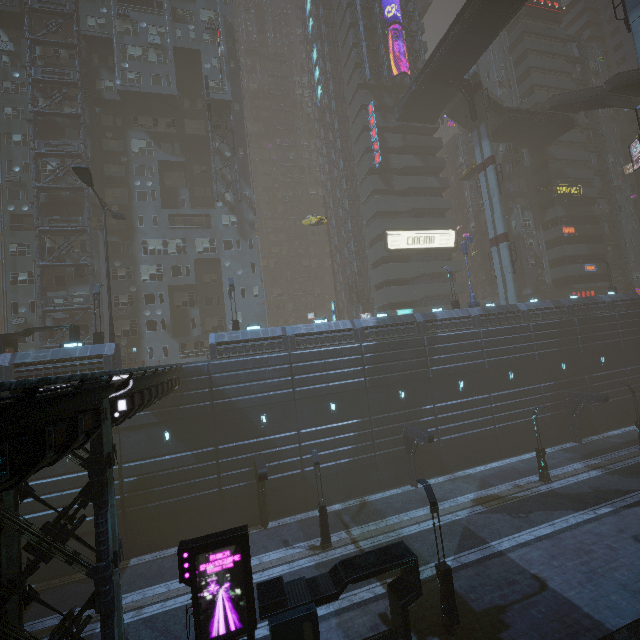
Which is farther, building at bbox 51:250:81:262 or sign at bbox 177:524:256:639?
building at bbox 51:250:81:262

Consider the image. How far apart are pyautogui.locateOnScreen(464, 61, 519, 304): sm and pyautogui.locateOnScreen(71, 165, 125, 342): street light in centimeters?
3812cm

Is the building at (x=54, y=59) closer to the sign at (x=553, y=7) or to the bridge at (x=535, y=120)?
the sign at (x=553, y=7)

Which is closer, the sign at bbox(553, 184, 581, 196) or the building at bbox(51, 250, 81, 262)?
the building at bbox(51, 250, 81, 262)

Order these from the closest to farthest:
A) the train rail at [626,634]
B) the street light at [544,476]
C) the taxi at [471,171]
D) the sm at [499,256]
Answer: the train rail at [626,634], the street light at [544,476], the sm at [499,256], the taxi at [471,171]

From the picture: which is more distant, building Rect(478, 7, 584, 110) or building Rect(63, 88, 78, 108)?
building Rect(478, 7, 584, 110)

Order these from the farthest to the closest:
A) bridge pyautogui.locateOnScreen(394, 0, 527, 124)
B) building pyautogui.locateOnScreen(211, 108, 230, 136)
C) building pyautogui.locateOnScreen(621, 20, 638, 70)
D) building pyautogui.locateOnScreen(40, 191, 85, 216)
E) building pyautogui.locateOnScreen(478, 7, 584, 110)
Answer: building pyautogui.locateOnScreen(621, 20, 638, 70) < building pyautogui.locateOnScreen(478, 7, 584, 110) < building pyautogui.locateOnScreen(211, 108, 230, 136) < building pyautogui.locateOnScreen(40, 191, 85, 216) < bridge pyautogui.locateOnScreen(394, 0, 527, 124)

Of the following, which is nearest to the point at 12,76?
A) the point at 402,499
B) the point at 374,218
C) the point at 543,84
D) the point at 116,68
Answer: the point at 116,68
